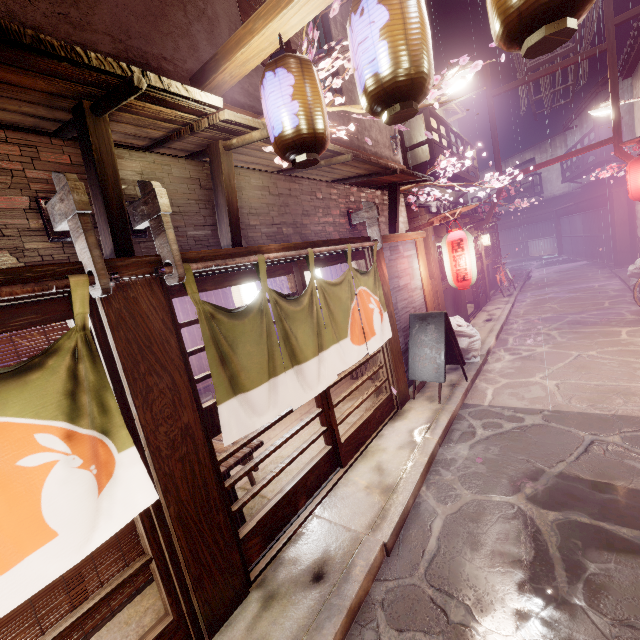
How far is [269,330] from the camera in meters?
5.7 m

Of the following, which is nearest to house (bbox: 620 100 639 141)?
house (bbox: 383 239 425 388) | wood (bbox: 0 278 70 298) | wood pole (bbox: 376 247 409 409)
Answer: house (bbox: 383 239 425 388)

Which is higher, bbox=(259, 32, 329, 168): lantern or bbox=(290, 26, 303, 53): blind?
bbox=(290, 26, 303, 53): blind

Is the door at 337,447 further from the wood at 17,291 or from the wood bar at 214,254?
the wood at 17,291

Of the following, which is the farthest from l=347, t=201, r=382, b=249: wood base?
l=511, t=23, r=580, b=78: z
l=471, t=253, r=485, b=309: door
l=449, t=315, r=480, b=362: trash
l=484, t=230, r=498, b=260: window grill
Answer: l=484, t=230, r=498, b=260: window grill

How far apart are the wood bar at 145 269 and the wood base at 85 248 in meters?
0.0

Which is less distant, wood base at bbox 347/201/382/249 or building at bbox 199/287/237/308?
wood base at bbox 347/201/382/249

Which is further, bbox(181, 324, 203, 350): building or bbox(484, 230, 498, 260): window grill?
bbox(484, 230, 498, 260): window grill
